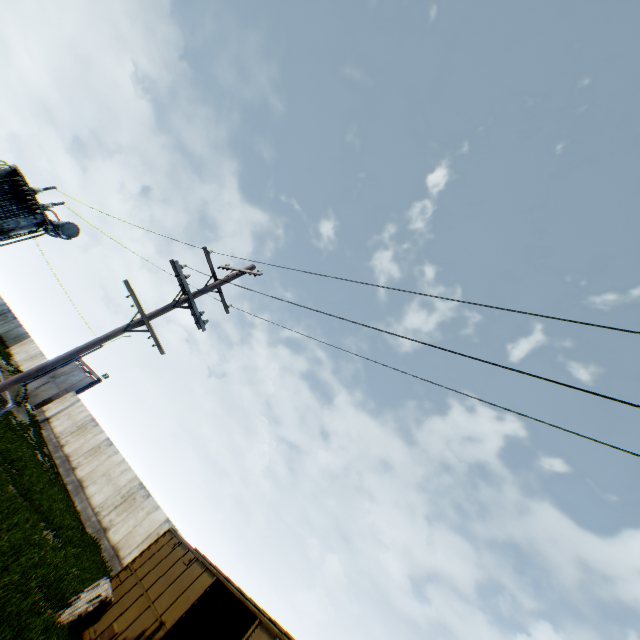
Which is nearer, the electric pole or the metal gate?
the electric pole

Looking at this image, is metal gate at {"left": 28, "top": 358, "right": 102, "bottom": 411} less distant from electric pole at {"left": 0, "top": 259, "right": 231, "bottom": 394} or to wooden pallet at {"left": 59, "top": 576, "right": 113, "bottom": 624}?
wooden pallet at {"left": 59, "top": 576, "right": 113, "bottom": 624}

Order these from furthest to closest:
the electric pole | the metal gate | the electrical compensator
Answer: the metal gate < the electrical compensator < the electric pole

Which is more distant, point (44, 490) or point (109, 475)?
point (109, 475)

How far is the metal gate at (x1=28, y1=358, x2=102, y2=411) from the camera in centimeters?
3322cm

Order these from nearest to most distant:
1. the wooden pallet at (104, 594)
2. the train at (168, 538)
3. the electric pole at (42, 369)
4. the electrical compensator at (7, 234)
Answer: the electric pole at (42, 369) → the train at (168, 538) → the wooden pallet at (104, 594) → the electrical compensator at (7, 234)

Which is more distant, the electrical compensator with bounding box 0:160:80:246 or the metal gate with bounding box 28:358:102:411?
the metal gate with bounding box 28:358:102:411

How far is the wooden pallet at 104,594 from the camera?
10.0 meters
